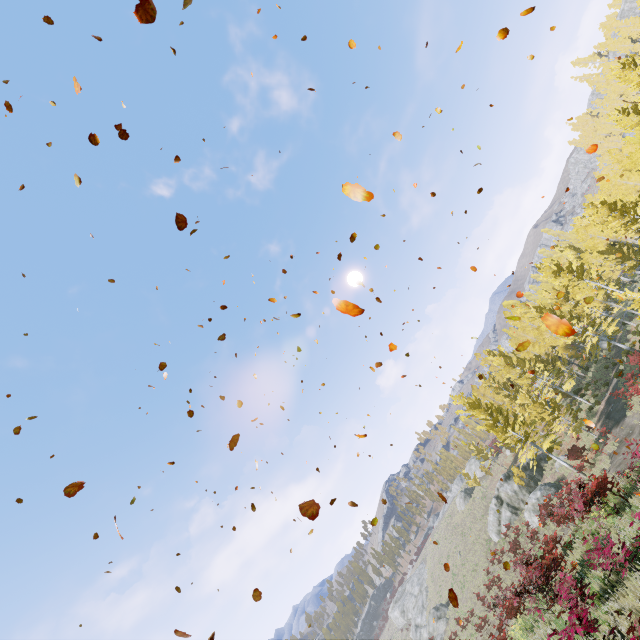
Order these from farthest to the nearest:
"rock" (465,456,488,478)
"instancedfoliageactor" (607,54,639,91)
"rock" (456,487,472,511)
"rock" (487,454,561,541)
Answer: "rock" (465,456,488,478) < "rock" (456,487,472,511) < "rock" (487,454,561,541) < "instancedfoliageactor" (607,54,639,91)

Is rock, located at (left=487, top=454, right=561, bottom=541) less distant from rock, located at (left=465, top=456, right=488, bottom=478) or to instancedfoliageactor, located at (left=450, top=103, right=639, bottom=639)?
instancedfoliageactor, located at (left=450, top=103, right=639, bottom=639)

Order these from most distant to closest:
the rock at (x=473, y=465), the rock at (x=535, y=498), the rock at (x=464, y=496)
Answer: the rock at (x=473, y=465) → the rock at (x=464, y=496) → the rock at (x=535, y=498)

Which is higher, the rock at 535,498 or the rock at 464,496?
the rock at 464,496

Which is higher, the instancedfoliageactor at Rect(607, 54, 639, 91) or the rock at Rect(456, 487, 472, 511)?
the instancedfoliageactor at Rect(607, 54, 639, 91)

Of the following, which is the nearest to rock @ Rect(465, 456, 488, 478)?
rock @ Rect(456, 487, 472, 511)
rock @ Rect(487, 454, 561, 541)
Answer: rock @ Rect(456, 487, 472, 511)

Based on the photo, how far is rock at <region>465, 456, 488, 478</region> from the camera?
52.6m

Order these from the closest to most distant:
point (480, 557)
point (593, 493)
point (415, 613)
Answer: point (593, 493), point (480, 557), point (415, 613)
